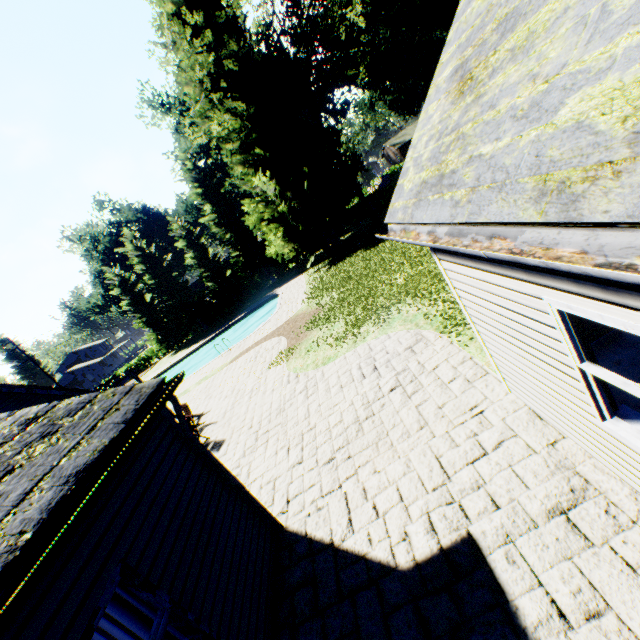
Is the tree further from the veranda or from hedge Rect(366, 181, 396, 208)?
the veranda

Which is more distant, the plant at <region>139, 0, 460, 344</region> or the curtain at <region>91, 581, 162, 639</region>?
the plant at <region>139, 0, 460, 344</region>

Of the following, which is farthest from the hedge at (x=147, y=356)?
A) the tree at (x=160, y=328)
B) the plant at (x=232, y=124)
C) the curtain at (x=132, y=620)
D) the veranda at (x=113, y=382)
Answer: the curtain at (x=132, y=620)

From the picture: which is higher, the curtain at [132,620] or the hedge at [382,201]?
the curtain at [132,620]

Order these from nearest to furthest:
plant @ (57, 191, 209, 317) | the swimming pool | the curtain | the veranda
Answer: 1. the curtain
2. the veranda
3. the swimming pool
4. plant @ (57, 191, 209, 317)

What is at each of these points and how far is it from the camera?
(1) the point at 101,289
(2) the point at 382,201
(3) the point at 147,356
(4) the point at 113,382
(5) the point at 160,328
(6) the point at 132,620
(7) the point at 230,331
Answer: (1) plant, 48.6 meters
(2) hedge, 34.0 meters
(3) hedge, 42.8 meters
(4) veranda, 14.3 meters
(5) tree, 37.7 meters
(6) curtain, 3.4 meters
(7) swimming pool, 31.5 meters

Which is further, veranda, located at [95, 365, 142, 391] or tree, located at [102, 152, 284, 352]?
tree, located at [102, 152, 284, 352]

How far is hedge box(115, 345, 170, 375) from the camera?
42.50m
